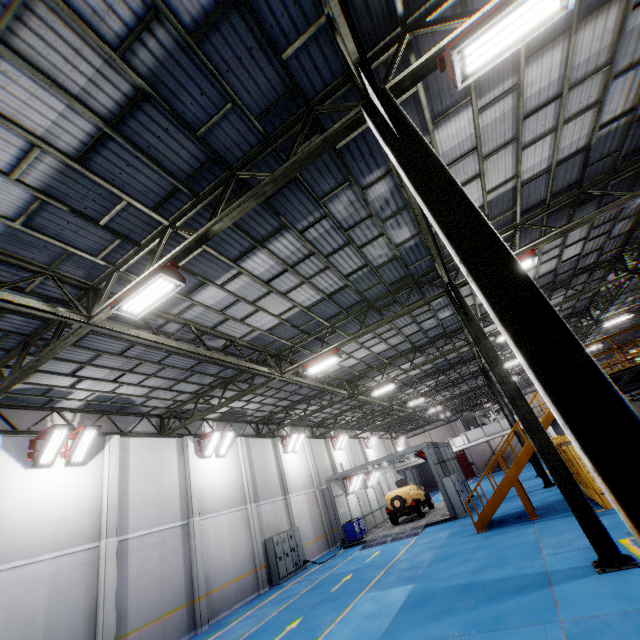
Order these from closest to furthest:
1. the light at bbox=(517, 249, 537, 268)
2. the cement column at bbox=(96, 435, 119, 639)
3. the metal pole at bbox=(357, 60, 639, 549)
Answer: the metal pole at bbox=(357, 60, 639, 549), the light at bbox=(517, 249, 537, 268), the cement column at bbox=(96, 435, 119, 639)

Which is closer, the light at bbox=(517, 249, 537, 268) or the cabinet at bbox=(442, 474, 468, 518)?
the light at bbox=(517, 249, 537, 268)

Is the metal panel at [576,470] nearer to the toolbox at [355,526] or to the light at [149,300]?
the light at [149,300]

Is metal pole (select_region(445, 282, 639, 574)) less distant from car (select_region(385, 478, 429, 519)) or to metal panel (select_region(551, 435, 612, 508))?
metal panel (select_region(551, 435, 612, 508))

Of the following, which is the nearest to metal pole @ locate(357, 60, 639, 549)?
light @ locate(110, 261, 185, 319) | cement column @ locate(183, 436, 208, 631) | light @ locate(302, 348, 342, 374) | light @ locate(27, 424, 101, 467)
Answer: light @ locate(110, 261, 185, 319)

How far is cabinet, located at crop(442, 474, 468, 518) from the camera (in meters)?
19.22

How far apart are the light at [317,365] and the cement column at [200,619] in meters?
8.5 m

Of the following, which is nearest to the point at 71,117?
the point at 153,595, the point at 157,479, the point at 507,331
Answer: the point at 507,331
